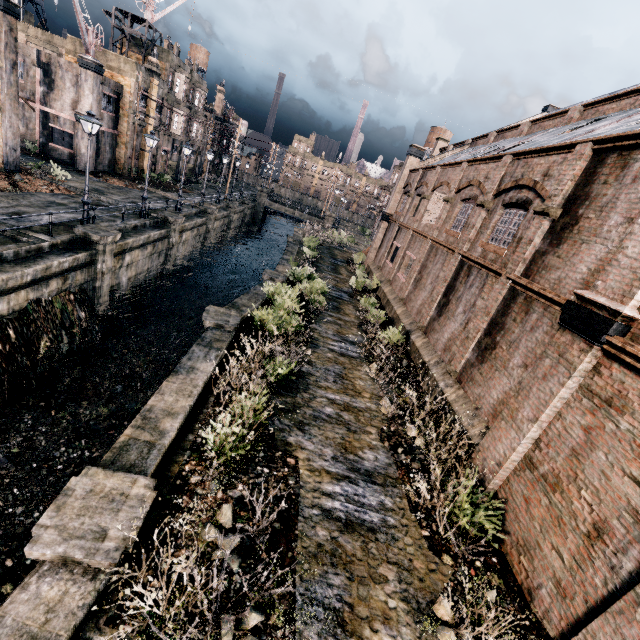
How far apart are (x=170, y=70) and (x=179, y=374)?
44.2 meters

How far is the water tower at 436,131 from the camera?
56.3m

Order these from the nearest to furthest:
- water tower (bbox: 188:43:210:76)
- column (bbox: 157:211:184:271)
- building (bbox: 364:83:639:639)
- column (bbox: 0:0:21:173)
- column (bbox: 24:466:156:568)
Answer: column (bbox: 24:466:156:568), building (bbox: 364:83:639:639), column (bbox: 0:0:21:173), column (bbox: 157:211:184:271), water tower (bbox: 188:43:210:76)

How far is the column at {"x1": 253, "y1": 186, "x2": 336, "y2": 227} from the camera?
57.50m

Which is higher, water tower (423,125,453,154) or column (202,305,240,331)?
water tower (423,125,453,154)

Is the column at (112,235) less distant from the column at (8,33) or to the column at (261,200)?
the column at (8,33)

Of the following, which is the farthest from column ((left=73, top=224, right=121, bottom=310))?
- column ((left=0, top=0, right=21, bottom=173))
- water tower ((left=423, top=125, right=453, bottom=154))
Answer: water tower ((left=423, top=125, right=453, bottom=154))

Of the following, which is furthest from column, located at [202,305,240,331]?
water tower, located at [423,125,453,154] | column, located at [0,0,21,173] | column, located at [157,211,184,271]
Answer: water tower, located at [423,125,453,154]
